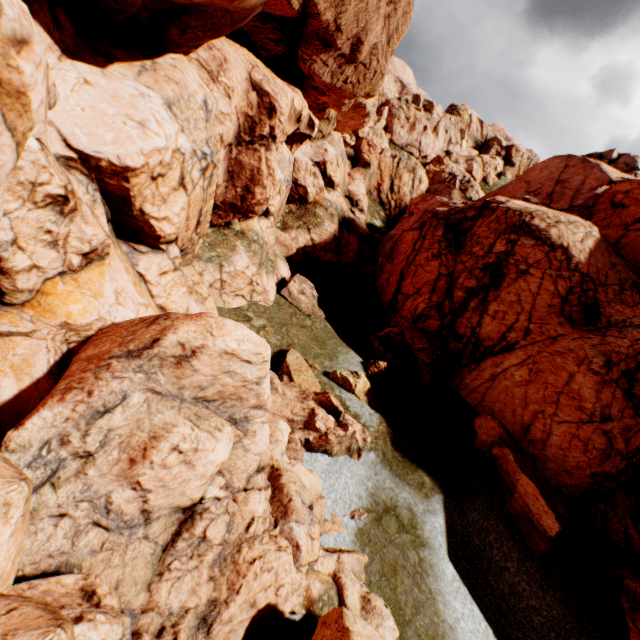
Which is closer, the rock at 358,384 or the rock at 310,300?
the rock at 358,384

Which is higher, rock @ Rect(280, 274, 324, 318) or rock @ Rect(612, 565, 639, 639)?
rock @ Rect(612, 565, 639, 639)

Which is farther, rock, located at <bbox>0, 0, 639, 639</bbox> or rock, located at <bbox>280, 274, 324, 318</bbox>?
rock, located at <bbox>280, 274, 324, 318</bbox>

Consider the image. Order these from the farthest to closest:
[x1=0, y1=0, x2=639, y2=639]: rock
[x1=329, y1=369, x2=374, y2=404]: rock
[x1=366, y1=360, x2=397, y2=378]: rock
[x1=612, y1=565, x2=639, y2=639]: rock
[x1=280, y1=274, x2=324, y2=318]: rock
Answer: [x1=280, y1=274, x2=324, y2=318]: rock
[x1=366, y1=360, x2=397, y2=378]: rock
[x1=329, y1=369, x2=374, y2=404]: rock
[x1=612, y1=565, x2=639, y2=639]: rock
[x1=0, y1=0, x2=639, y2=639]: rock

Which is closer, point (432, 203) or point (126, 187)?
point (126, 187)

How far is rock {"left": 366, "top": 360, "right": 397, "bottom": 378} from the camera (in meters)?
19.67
